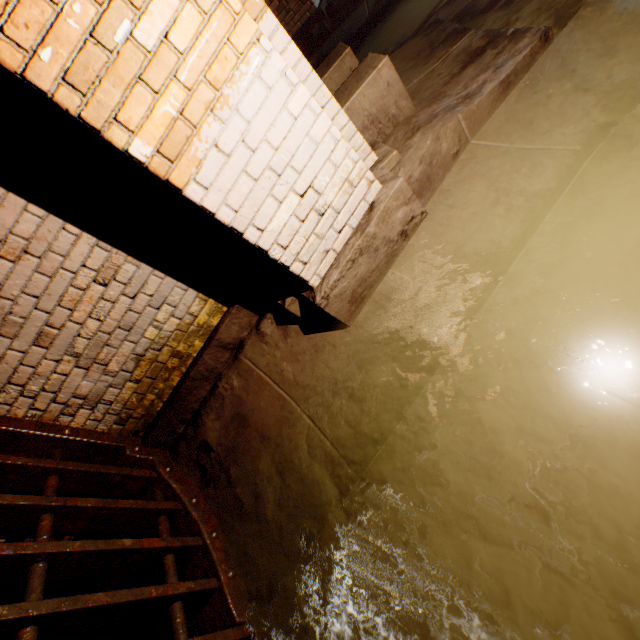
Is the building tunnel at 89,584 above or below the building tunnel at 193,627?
above

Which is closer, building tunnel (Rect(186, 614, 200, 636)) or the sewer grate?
the sewer grate

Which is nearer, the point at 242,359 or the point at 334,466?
the point at 334,466

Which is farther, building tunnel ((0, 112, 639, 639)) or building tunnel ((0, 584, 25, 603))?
building tunnel ((0, 584, 25, 603))

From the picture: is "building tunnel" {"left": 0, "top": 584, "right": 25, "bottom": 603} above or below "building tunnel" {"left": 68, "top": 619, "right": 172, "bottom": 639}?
above

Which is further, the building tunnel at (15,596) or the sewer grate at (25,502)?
the building tunnel at (15,596)

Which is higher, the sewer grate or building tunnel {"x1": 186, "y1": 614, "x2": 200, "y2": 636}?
the sewer grate
